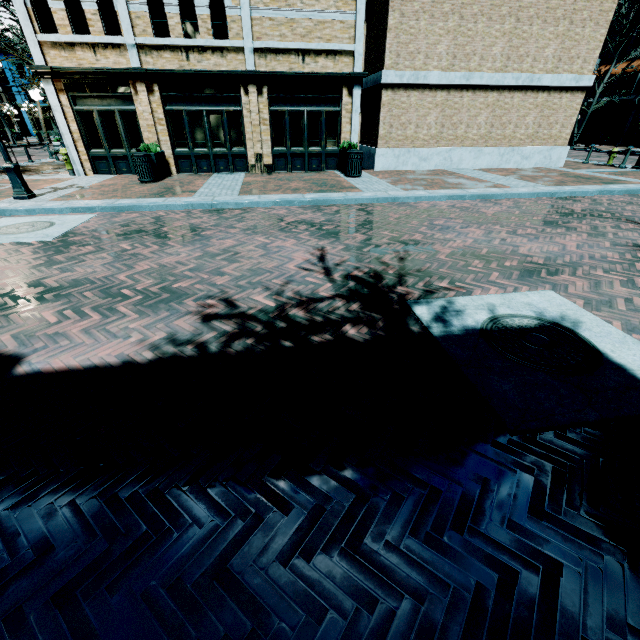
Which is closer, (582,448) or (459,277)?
(582,448)

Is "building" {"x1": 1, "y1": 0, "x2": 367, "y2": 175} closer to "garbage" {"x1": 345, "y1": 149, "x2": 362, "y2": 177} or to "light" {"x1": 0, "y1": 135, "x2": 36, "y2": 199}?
"garbage" {"x1": 345, "y1": 149, "x2": 362, "y2": 177}

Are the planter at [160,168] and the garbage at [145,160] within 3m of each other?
yes

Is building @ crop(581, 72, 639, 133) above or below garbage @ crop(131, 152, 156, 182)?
above

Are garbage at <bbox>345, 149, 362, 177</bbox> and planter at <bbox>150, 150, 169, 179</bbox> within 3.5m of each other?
no

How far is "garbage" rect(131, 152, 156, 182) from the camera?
10.7m

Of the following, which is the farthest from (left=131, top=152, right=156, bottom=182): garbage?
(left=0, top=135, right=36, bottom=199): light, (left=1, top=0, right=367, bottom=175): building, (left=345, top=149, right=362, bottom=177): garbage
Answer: (left=345, top=149, right=362, bottom=177): garbage

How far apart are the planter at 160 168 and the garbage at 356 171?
6.81m
